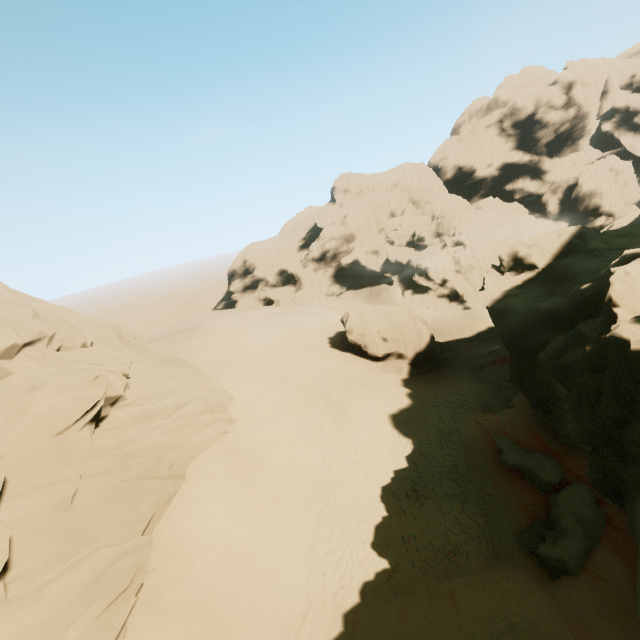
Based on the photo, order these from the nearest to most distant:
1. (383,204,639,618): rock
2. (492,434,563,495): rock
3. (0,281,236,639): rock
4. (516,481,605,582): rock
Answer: (0,281,236,639): rock
(383,204,639,618): rock
(516,481,605,582): rock
(492,434,563,495): rock

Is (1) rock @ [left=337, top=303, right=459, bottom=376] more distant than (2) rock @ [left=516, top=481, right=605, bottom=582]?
Yes

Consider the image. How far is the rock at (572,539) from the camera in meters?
11.3 m

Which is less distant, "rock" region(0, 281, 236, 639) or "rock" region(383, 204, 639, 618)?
"rock" region(0, 281, 236, 639)

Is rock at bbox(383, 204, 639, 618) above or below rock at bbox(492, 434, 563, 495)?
above

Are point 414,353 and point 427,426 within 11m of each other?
yes

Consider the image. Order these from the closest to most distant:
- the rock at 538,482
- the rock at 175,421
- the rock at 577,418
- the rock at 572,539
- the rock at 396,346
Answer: the rock at 175,421
the rock at 577,418
the rock at 572,539
the rock at 538,482
the rock at 396,346

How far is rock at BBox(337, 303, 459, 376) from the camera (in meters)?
30.75
